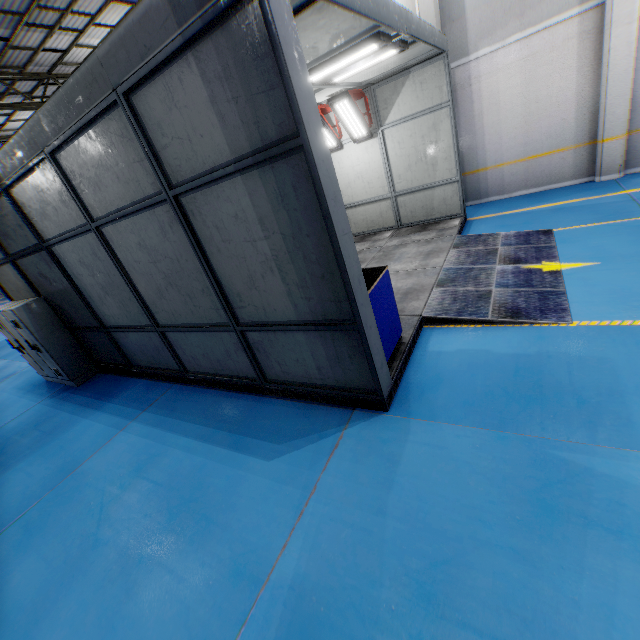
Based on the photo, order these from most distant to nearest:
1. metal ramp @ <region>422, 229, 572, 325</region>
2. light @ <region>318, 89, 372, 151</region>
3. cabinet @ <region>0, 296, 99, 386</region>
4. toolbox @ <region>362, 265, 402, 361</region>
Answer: light @ <region>318, 89, 372, 151</region> < cabinet @ <region>0, 296, 99, 386</region> < metal ramp @ <region>422, 229, 572, 325</region> < toolbox @ <region>362, 265, 402, 361</region>

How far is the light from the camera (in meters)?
8.34

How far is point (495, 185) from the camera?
10.37m

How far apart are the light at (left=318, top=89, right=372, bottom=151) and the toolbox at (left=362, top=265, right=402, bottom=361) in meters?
6.0 m

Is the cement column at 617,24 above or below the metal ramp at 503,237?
above

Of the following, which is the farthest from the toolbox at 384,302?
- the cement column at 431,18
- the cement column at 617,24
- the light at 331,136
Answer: the cement column at 617,24

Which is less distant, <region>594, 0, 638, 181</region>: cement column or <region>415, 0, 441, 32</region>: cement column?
<region>594, 0, 638, 181</region>: cement column

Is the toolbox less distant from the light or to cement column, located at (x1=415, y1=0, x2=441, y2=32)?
the light
